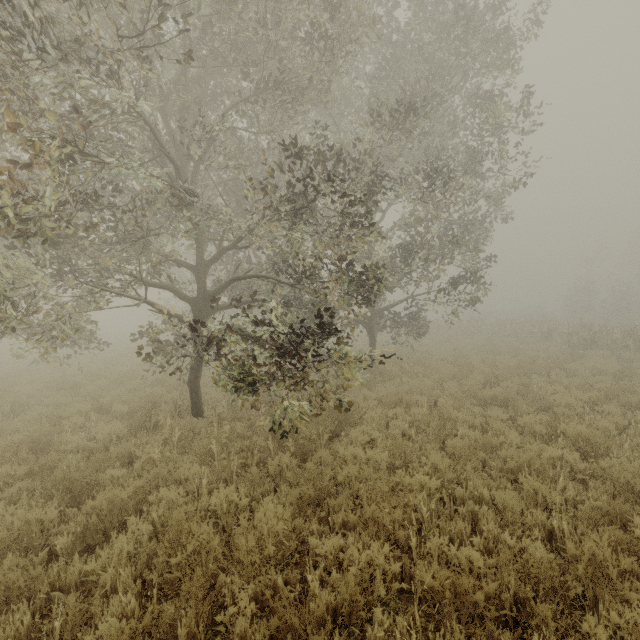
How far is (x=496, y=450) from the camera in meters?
5.9 m
